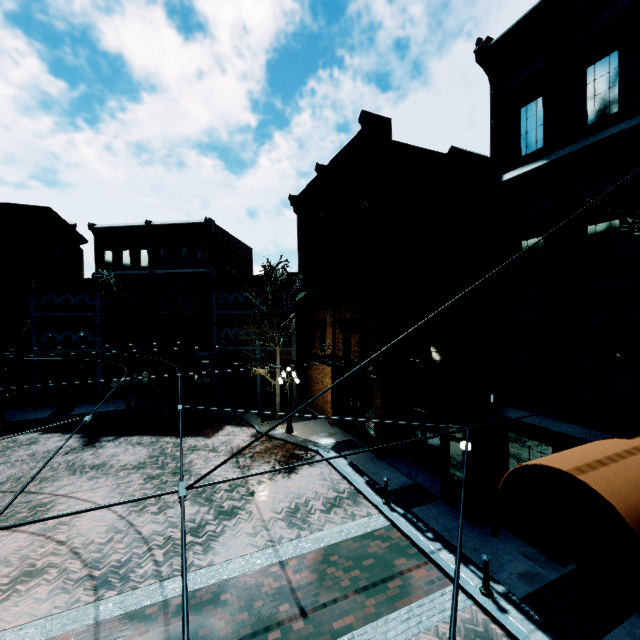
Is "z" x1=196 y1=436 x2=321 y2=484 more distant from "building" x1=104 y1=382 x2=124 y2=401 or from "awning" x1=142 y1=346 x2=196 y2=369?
"awning" x1=142 y1=346 x2=196 y2=369

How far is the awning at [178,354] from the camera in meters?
22.0

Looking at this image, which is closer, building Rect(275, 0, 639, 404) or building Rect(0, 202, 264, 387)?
building Rect(275, 0, 639, 404)

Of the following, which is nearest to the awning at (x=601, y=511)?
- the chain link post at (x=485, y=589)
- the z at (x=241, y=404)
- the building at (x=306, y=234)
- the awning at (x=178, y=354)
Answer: the building at (x=306, y=234)

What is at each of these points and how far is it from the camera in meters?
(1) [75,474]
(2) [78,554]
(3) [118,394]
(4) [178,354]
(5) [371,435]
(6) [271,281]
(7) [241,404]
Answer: (1) z, 13.8
(2) z, 9.0
(3) building, 25.9
(4) awning, 23.6
(5) building, 15.6
(6) tree, 19.1
(7) z, 21.2

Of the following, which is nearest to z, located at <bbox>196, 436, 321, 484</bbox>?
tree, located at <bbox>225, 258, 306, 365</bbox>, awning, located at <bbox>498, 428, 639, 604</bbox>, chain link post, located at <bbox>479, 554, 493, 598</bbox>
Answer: tree, located at <bbox>225, 258, 306, 365</bbox>

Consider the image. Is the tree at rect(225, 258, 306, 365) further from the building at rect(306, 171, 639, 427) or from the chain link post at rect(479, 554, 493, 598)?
the chain link post at rect(479, 554, 493, 598)

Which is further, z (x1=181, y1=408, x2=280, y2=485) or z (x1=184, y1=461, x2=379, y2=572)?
z (x1=181, y1=408, x2=280, y2=485)
